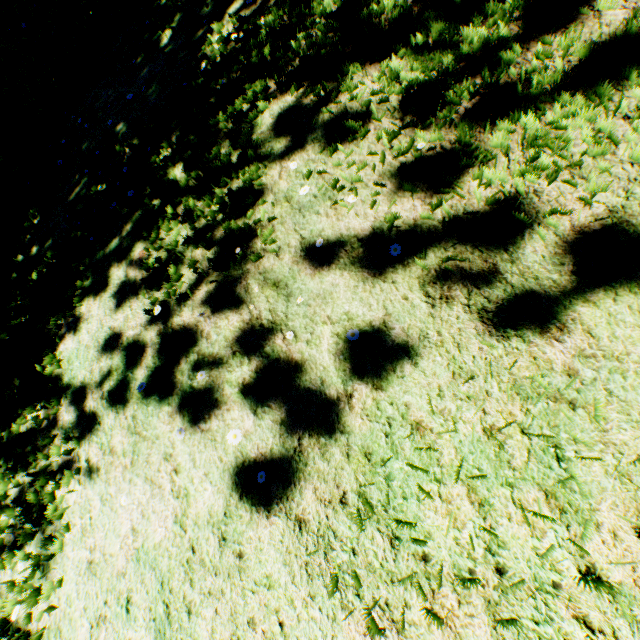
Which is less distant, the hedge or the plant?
the plant

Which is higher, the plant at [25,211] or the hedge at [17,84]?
the hedge at [17,84]

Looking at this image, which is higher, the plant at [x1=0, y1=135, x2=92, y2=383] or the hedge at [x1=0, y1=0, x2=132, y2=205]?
the hedge at [x1=0, y1=0, x2=132, y2=205]

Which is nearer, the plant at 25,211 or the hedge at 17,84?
the plant at 25,211

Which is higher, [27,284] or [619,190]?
[27,284]
